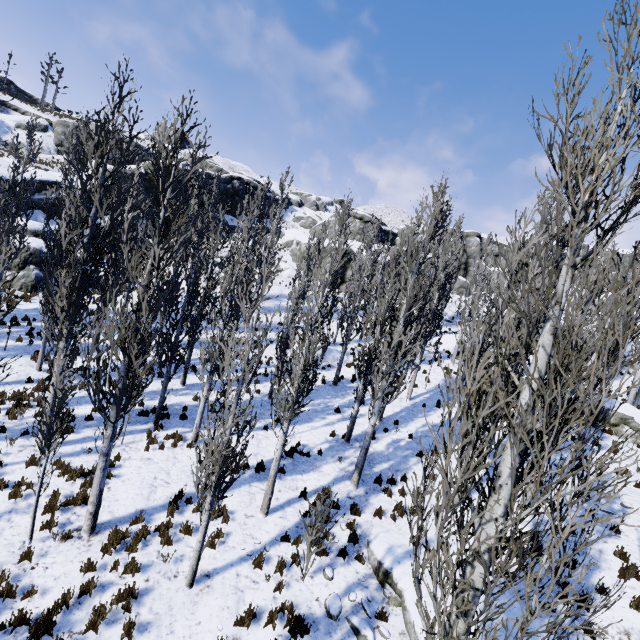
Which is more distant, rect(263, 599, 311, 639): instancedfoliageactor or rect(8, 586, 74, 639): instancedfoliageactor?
rect(263, 599, 311, 639): instancedfoliageactor

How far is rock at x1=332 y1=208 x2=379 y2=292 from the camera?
38.8 meters

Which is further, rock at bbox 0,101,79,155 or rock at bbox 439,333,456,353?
rock at bbox 0,101,79,155

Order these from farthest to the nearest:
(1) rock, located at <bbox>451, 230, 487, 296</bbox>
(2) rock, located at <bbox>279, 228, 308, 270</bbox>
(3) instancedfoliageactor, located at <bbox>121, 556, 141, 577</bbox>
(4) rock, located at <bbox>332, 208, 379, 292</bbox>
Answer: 1. (1) rock, located at <bbox>451, 230, 487, 296</bbox>
2. (2) rock, located at <bbox>279, 228, 308, 270</bbox>
3. (4) rock, located at <bbox>332, 208, 379, 292</bbox>
4. (3) instancedfoliageactor, located at <bbox>121, 556, 141, 577</bbox>

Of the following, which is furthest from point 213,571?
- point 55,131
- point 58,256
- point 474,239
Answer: point 55,131

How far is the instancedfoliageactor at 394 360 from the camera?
9.1 meters

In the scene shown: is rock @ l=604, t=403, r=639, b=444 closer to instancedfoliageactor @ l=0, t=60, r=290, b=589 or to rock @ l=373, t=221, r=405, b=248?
instancedfoliageactor @ l=0, t=60, r=290, b=589

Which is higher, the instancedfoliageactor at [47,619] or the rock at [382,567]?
the rock at [382,567]
